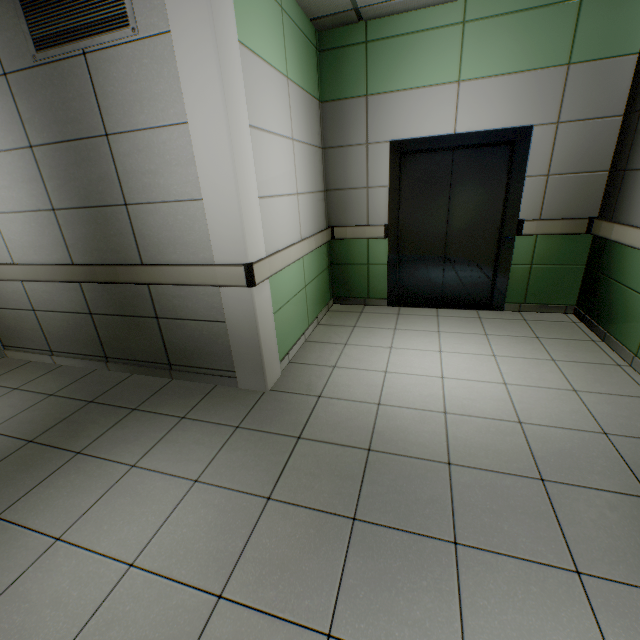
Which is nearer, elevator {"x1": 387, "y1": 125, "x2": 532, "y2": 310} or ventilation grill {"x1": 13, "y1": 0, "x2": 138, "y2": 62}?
ventilation grill {"x1": 13, "y1": 0, "x2": 138, "y2": 62}

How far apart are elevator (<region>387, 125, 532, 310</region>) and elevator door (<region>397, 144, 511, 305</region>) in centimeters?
1cm

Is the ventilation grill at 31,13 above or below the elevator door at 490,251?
above

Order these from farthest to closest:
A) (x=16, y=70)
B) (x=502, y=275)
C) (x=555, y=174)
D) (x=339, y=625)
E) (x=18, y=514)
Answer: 1. (x=502, y=275)
2. (x=555, y=174)
3. (x=16, y=70)
4. (x=18, y=514)
5. (x=339, y=625)

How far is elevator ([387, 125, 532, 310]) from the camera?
3.5 meters

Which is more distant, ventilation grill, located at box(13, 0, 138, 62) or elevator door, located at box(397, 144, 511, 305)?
elevator door, located at box(397, 144, 511, 305)

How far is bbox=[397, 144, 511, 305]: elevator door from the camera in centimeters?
382cm

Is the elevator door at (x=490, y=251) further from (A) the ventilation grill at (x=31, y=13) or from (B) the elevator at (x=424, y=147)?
(A) the ventilation grill at (x=31, y=13)
